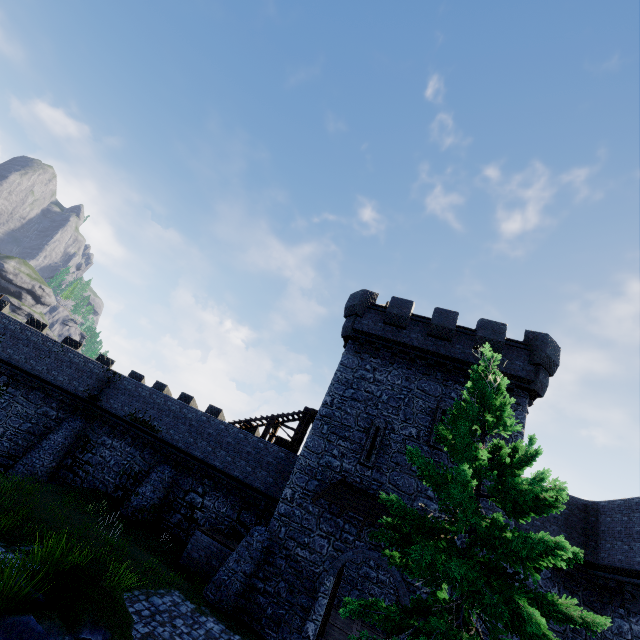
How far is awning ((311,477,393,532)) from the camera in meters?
13.9

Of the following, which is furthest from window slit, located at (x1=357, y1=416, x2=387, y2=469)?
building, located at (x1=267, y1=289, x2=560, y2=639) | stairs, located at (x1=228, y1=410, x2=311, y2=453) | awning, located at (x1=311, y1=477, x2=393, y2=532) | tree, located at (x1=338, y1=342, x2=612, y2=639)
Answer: tree, located at (x1=338, y1=342, x2=612, y2=639)

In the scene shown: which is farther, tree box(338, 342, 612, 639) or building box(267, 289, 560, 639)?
building box(267, 289, 560, 639)

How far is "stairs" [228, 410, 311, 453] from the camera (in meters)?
21.08

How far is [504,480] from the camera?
7.7m

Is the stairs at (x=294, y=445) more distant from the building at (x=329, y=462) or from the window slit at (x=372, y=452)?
the window slit at (x=372, y=452)

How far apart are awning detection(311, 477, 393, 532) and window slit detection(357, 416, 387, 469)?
0.7 meters

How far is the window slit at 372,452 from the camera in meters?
15.6 m
